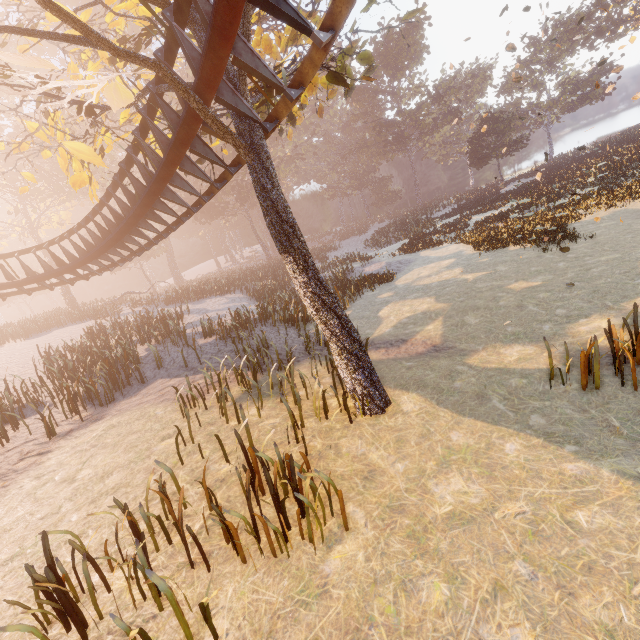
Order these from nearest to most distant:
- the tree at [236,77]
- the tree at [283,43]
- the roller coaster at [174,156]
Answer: the tree at [283,43] < the tree at [236,77] < the roller coaster at [174,156]

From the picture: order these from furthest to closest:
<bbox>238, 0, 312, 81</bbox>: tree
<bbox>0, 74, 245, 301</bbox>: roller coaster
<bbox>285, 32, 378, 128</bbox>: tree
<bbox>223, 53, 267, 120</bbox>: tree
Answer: <bbox>285, 32, 378, 128</bbox>: tree < <bbox>0, 74, 245, 301</bbox>: roller coaster < <bbox>223, 53, 267, 120</bbox>: tree < <bbox>238, 0, 312, 81</bbox>: tree

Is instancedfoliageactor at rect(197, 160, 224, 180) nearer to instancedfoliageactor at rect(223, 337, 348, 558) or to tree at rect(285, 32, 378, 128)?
tree at rect(285, 32, 378, 128)

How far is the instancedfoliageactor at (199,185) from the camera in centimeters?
4291cm

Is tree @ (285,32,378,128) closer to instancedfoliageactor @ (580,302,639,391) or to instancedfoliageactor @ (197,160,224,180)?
instancedfoliageactor @ (580,302,639,391)

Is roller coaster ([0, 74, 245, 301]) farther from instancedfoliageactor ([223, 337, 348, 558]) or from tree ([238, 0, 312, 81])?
instancedfoliageactor ([223, 337, 348, 558])

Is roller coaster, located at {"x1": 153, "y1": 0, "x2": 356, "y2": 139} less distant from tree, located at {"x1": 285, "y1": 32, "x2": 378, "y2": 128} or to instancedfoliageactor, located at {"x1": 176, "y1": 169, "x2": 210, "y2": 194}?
tree, located at {"x1": 285, "y1": 32, "x2": 378, "y2": 128}

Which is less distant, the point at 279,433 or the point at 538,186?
the point at 279,433
